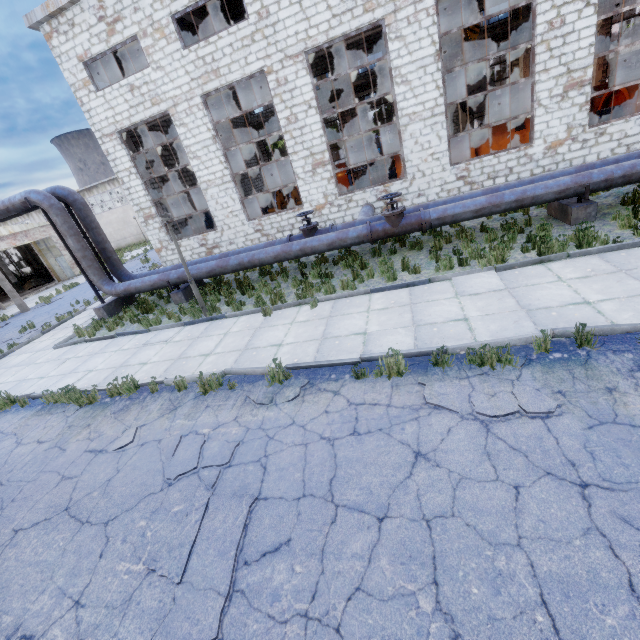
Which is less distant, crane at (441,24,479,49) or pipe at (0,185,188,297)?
pipe at (0,185,188,297)

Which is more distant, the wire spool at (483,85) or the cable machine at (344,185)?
the cable machine at (344,185)

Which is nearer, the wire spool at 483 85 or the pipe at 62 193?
the pipe at 62 193

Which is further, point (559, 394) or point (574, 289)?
point (574, 289)

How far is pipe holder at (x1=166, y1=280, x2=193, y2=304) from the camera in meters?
12.4 m

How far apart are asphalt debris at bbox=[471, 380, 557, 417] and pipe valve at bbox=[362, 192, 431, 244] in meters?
5.3 m

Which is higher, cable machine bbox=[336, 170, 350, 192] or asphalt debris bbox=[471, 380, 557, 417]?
cable machine bbox=[336, 170, 350, 192]

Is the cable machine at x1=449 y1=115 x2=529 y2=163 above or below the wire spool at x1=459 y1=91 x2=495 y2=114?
below
